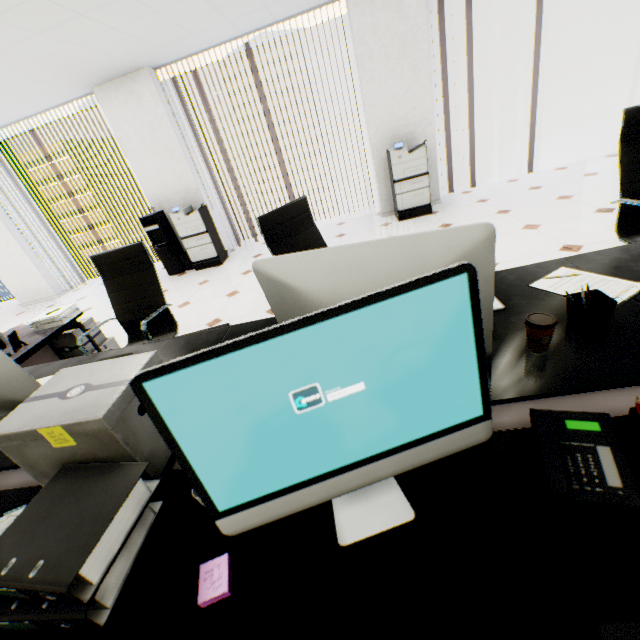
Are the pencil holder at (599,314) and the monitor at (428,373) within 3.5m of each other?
yes

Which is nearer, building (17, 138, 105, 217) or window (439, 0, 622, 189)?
window (439, 0, 622, 189)

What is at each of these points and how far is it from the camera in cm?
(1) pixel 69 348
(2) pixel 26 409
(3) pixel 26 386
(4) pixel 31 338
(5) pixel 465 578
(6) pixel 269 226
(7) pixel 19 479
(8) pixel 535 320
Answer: (1) cardboard box, 306
(2) cardboard box, 97
(3) monitor, 134
(4) table, 256
(5) table, 61
(6) chair, 209
(7) table, 120
(8) coffee cup, 100

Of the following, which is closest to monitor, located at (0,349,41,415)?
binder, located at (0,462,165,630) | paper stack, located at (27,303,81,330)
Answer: binder, located at (0,462,165,630)

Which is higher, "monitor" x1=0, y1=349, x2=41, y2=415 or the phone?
"monitor" x1=0, y1=349, x2=41, y2=415

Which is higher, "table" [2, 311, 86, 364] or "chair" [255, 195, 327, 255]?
"chair" [255, 195, 327, 255]

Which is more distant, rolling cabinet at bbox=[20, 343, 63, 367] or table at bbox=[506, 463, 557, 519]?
rolling cabinet at bbox=[20, 343, 63, 367]

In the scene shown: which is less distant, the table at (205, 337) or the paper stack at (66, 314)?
the table at (205, 337)
